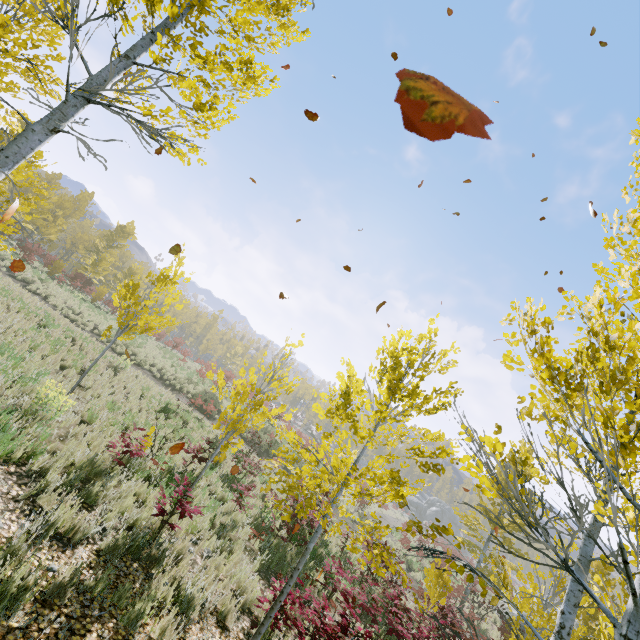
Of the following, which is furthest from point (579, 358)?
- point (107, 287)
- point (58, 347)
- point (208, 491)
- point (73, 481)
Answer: point (107, 287)

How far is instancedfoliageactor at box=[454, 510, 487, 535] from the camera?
20.23m

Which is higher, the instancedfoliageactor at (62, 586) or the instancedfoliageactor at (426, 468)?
the instancedfoliageactor at (426, 468)

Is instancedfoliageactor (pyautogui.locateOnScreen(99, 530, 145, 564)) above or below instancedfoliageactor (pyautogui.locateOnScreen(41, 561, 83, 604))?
below

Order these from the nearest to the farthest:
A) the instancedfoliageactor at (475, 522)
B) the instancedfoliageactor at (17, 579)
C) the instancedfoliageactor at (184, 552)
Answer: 1. the instancedfoliageactor at (17, 579)
2. the instancedfoliageactor at (184, 552)
3. the instancedfoliageactor at (475, 522)

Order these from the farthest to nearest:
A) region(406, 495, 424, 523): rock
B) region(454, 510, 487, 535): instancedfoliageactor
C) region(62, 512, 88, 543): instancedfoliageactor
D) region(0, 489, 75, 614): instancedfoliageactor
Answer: region(406, 495, 424, 523): rock
region(454, 510, 487, 535): instancedfoliageactor
region(62, 512, 88, 543): instancedfoliageactor
region(0, 489, 75, 614): instancedfoliageactor

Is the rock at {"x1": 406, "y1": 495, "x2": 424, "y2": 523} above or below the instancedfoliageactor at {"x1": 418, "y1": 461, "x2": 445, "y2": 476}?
below

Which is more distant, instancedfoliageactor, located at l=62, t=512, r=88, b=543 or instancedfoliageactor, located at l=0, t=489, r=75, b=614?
instancedfoliageactor, located at l=62, t=512, r=88, b=543
